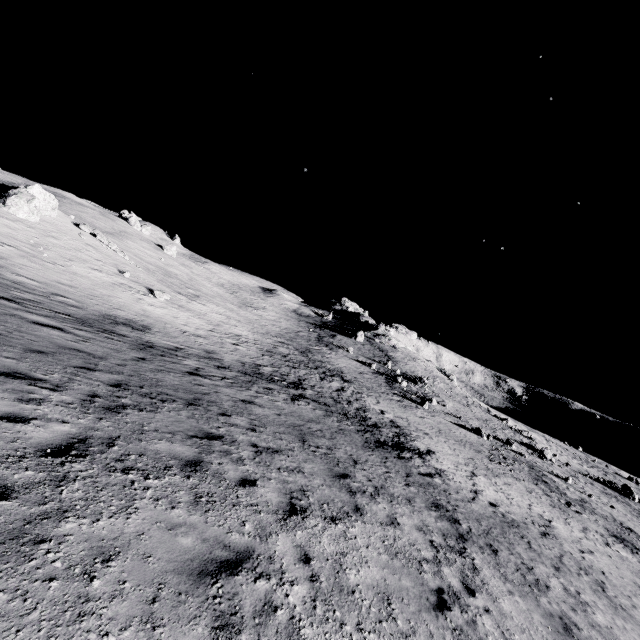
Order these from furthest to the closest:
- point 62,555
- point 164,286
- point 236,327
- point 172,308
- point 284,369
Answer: point 236,327, point 164,286, point 172,308, point 284,369, point 62,555
